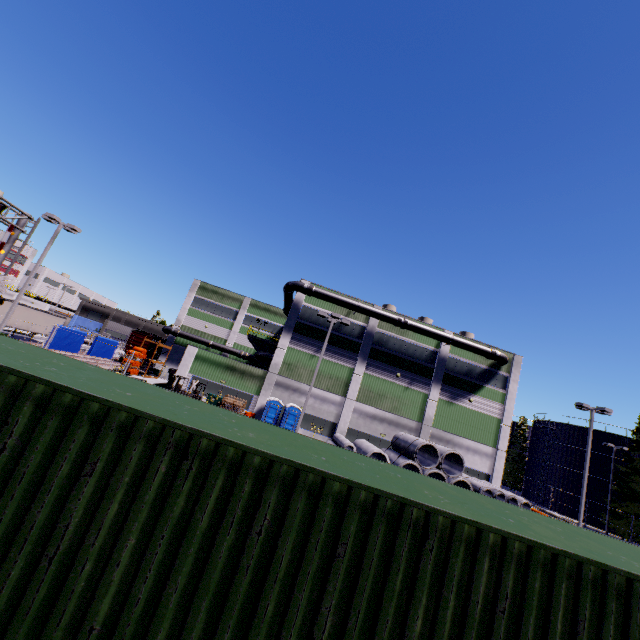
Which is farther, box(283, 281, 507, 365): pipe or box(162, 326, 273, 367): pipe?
box(162, 326, 273, 367): pipe

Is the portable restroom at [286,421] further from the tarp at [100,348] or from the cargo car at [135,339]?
the cargo car at [135,339]

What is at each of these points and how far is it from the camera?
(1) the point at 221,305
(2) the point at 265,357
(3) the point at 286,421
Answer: (1) building, 47.9m
(2) pipe, 34.8m
(3) portable restroom, 28.3m

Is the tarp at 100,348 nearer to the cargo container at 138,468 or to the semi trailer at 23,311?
the semi trailer at 23,311

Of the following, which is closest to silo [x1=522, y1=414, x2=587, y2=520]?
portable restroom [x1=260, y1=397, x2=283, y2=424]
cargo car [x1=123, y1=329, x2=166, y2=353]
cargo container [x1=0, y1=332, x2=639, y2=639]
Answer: cargo container [x1=0, y1=332, x2=639, y2=639]

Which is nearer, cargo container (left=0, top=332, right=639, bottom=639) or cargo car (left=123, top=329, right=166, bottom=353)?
cargo container (left=0, top=332, right=639, bottom=639)

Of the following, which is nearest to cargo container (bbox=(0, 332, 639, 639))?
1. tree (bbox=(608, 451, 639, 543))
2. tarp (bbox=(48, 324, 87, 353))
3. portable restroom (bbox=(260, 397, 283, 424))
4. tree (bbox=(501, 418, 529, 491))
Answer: tree (bbox=(608, 451, 639, 543))

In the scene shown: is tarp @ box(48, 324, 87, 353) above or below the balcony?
below
